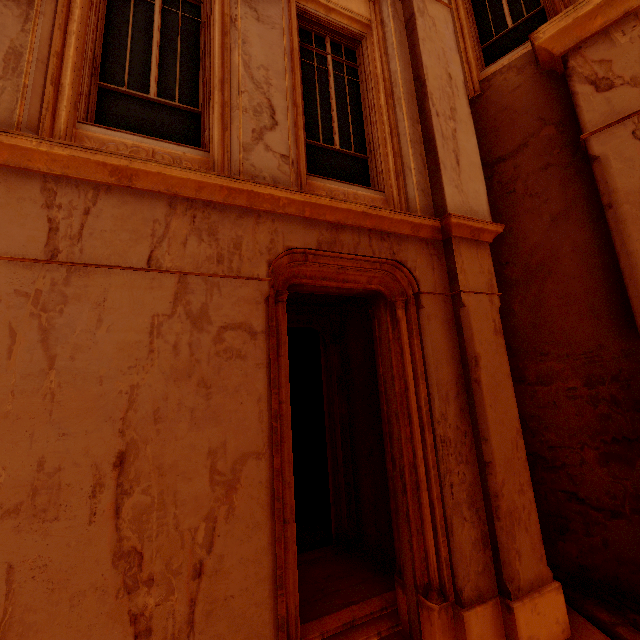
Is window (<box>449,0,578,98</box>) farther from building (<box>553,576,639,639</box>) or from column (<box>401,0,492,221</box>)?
building (<box>553,576,639,639</box>)

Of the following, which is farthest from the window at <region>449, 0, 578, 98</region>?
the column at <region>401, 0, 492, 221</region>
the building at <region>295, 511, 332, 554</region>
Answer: the building at <region>295, 511, 332, 554</region>

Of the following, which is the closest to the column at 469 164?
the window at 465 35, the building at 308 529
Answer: the window at 465 35

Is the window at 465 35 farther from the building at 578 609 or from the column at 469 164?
the building at 578 609

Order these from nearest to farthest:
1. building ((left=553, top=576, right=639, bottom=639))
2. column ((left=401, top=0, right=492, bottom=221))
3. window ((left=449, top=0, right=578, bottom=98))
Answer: building ((left=553, top=576, right=639, bottom=639)) < column ((left=401, top=0, right=492, bottom=221)) < window ((left=449, top=0, right=578, bottom=98))

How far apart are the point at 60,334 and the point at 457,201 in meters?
4.4
